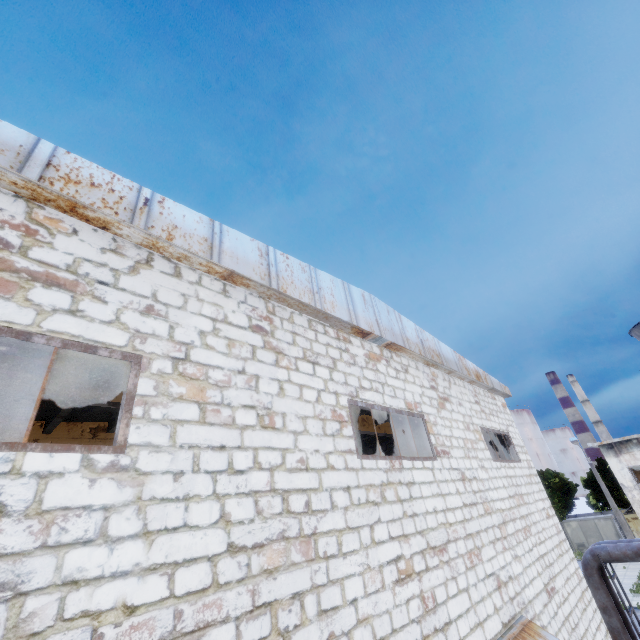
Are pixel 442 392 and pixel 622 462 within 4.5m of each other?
no

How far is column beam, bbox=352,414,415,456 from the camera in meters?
13.3 m

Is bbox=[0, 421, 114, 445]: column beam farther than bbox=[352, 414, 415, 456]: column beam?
No

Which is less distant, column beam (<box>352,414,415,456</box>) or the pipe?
the pipe

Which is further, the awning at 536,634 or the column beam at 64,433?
the column beam at 64,433

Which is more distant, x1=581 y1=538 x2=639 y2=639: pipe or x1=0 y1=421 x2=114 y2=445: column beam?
x1=581 y1=538 x2=639 y2=639: pipe

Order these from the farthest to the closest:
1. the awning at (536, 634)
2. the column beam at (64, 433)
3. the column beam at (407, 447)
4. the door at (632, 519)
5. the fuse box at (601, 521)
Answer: the fuse box at (601, 521), the door at (632, 519), the column beam at (407, 447), the column beam at (64, 433), the awning at (536, 634)

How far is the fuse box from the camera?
38.4 meters
